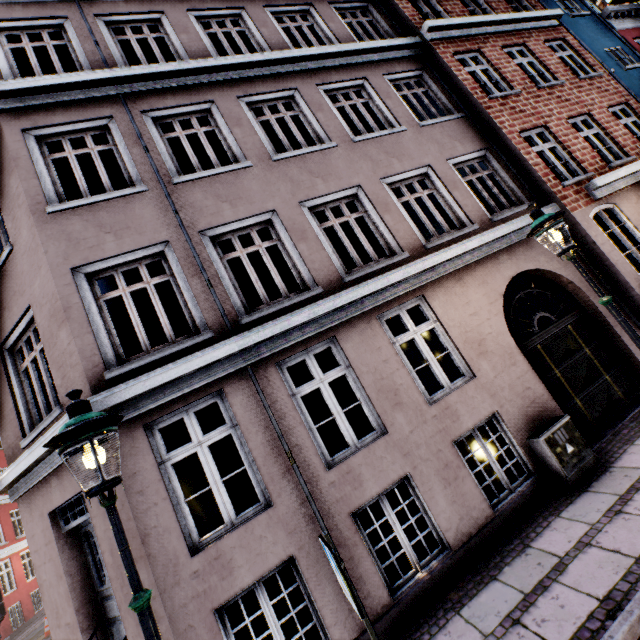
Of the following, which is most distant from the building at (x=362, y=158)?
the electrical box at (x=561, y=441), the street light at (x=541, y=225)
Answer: the street light at (x=541, y=225)

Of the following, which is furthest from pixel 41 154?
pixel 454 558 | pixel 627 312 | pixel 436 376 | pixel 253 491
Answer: pixel 253 491

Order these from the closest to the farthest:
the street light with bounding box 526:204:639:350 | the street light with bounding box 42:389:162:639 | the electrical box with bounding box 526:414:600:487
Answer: the street light with bounding box 42:389:162:639 → the street light with bounding box 526:204:639:350 → the electrical box with bounding box 526:414:600:487

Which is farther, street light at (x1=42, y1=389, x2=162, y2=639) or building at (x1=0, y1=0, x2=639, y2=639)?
building at (x1=0, y1=0, x2=639, y2=639)

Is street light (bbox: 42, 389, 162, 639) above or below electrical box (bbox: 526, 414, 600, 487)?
above

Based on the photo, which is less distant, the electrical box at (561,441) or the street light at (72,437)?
the street light at (72,437)

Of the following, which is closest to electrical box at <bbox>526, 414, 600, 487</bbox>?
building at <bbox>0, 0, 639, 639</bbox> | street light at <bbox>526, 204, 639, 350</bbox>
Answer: building at <bbox>0, 0, 639, 639</bbox>
